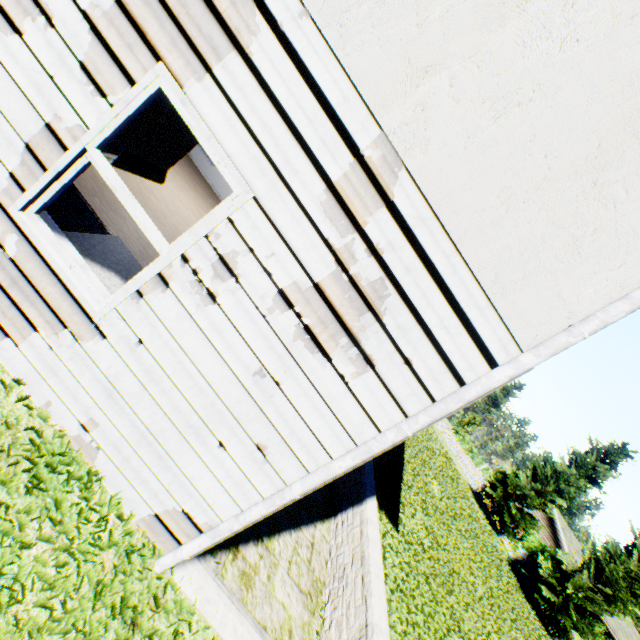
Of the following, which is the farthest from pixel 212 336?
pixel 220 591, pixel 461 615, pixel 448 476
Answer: pixel 448 476

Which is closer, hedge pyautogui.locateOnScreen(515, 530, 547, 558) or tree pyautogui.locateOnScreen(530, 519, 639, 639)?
tree pyautogui.locateOnScreen(530, 519, 639, 639)

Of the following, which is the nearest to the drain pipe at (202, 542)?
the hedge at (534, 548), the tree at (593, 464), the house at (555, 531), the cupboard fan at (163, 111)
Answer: the cupboard fan at (163, 111)

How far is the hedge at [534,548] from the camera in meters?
24.6

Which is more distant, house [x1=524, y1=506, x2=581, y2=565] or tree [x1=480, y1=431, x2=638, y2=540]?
house [x1=524, y1=506, x2=581, y2=565]

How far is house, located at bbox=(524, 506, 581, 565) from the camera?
29.89m

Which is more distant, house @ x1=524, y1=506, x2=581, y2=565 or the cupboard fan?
house @ x1=524, y1=506, x2=581, y2=565

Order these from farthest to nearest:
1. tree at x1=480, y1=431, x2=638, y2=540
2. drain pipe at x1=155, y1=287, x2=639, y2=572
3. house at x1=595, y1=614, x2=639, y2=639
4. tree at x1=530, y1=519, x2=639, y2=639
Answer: house at x1=595, y1=614, x2=639, y2=639
tree at x1=480, y1=431, x2=638, y2=540
tree at x1=530, y1=519, x2=639, y2=639
drain pipe at x1=155, y1=287, x2=639, y2=572
